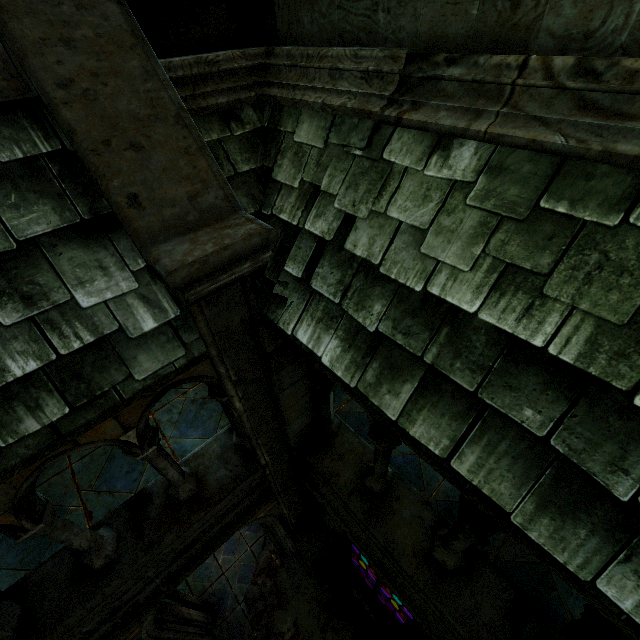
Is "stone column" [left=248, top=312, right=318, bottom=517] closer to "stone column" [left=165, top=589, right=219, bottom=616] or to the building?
the building

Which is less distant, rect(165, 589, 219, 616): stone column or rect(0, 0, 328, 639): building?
rect(0, 0, 328, 639): building

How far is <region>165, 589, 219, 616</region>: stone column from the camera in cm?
612

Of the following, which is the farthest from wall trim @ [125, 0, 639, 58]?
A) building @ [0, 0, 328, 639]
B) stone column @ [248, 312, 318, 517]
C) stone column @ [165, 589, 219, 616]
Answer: stone column @ [165, 589, 219, 616]

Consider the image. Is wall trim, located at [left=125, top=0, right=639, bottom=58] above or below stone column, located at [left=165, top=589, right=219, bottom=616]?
above

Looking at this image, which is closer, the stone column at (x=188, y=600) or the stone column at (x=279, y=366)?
the stone column at (x=279, y=366)

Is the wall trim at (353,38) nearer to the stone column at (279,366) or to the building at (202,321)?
the building at (202,321)

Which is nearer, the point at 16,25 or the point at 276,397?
the point at 16,25
